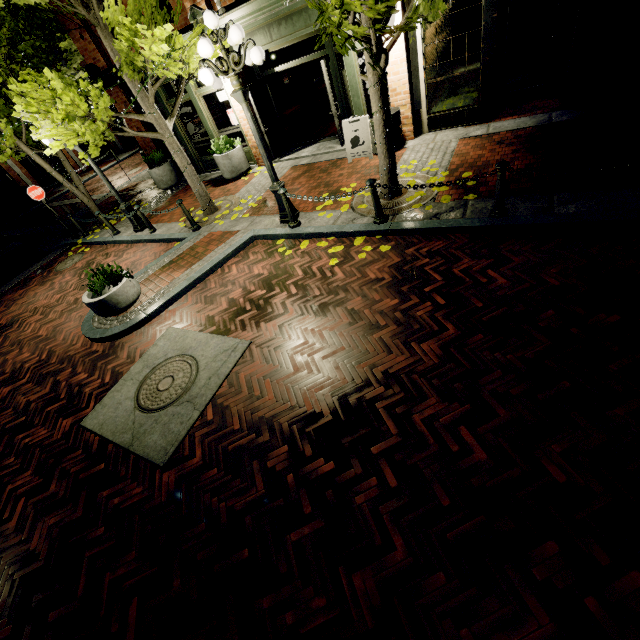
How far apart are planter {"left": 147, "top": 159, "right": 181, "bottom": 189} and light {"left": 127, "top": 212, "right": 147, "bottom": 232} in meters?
3.2 m

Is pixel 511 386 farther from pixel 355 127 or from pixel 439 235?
pixel 355 127

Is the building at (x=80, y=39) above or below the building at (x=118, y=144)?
above

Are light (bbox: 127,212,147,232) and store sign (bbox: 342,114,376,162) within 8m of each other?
yes

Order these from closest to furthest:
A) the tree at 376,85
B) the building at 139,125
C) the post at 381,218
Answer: the tree at 376,85 < the post at 381,218 < the building at 139,125

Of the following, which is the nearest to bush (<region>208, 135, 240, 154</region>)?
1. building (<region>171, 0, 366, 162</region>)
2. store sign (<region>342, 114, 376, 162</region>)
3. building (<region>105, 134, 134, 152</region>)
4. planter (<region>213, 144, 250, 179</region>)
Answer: planter (<region>213, 144, 250, 179</region>)

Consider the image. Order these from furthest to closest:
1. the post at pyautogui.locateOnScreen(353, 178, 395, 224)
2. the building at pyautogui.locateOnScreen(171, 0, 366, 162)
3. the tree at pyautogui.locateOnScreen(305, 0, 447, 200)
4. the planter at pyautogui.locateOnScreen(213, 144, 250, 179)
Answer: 1. the planter at pyautogui.locateOnScreen(213, 144, 250, 179)
2. the building at pyautogui.locateOnScreen(171, 0, 366, 162)
3. the post at pyautogui.locateOnScreen(353, 178, 395, 224)
4. the tree at pyautogui.locateOnScreen(305, 0, 447, 200)

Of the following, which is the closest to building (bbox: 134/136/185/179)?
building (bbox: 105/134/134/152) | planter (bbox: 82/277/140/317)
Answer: planter (bbox: 82/277/140/317)
